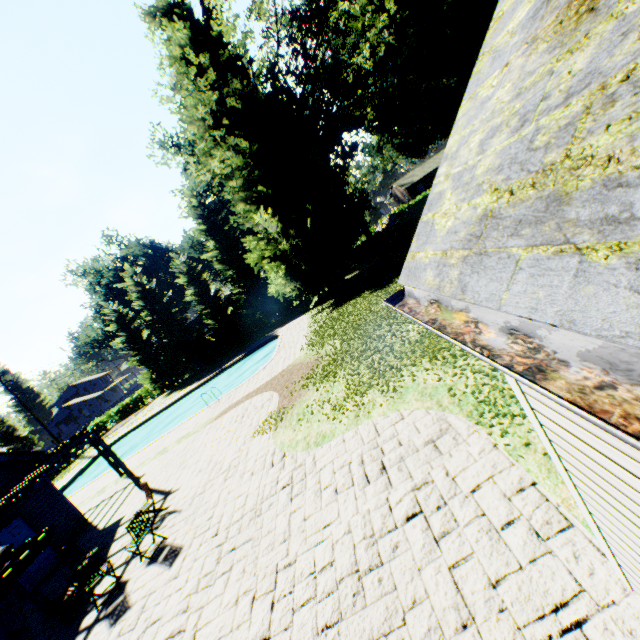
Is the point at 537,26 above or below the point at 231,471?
above

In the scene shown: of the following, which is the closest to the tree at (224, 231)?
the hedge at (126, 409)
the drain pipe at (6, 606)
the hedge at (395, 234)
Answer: the hedge at (126, 409)

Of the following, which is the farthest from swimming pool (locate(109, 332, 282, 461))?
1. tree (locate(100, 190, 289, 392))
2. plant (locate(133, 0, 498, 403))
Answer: tree (locate(100, 190, 289, 392))

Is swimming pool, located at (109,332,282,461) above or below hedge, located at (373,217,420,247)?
below

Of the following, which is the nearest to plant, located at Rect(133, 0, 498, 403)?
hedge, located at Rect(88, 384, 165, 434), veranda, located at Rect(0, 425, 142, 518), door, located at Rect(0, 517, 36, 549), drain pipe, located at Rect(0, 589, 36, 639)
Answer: hedge, located at Rect(88, 384, 165, 434)

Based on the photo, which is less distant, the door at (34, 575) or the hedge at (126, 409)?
the door at (34, 575)

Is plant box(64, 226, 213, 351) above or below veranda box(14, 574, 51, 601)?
above

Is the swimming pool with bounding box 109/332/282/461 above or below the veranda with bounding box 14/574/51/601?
below
